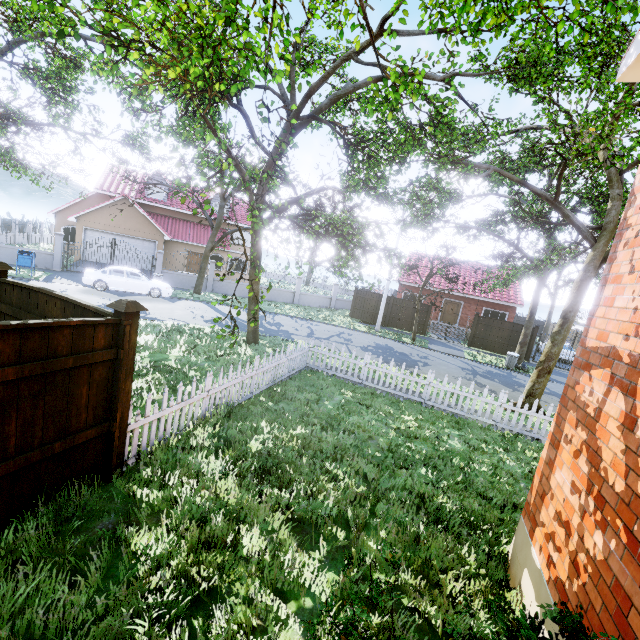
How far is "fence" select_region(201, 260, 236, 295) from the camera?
25.0m

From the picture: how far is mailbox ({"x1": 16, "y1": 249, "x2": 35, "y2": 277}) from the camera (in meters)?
17.25

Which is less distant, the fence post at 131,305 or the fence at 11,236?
the fence post at 131,305

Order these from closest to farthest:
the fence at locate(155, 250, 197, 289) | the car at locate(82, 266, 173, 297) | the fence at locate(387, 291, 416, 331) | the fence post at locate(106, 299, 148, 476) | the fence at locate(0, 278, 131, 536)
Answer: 1. the fence at locate(0, 278, 131, 536)
2. the fence post at locate(106, 299, 148, 476)
3. the car at locate(82, 266, 173, 297)
4. the fence at locate(155, 250, 197, 289)
5. the fence at locate(387, 291, 416, 331)

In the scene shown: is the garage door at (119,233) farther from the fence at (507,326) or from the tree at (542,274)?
the fence at (507,326)

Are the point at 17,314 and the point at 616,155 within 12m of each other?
no
